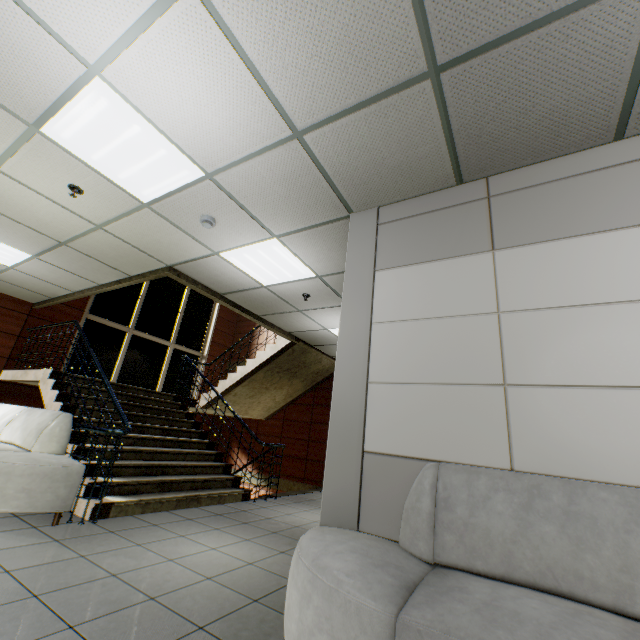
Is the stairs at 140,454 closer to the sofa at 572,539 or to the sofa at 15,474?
the sofa at 15,474

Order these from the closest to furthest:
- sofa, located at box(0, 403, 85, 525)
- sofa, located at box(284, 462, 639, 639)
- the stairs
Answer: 1. sofa, located at box(284, 462, 639, 639)
2. sofa, located at box(0, 403, 85, 525)
3. the stairs

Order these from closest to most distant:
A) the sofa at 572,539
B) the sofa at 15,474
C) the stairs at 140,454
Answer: the sofa at 572,539
the sofa at 15,474
the stairs at 140,454

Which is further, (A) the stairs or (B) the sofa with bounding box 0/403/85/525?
(A) the stairs

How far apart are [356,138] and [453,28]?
0.8 meters

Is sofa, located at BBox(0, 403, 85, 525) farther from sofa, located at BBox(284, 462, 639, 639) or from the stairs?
sofa, located at BBox(284, 462, 639, 639)

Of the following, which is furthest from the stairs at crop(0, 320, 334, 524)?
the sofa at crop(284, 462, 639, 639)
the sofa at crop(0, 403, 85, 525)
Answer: the sofa at crop(284, 462, 639, 639)
